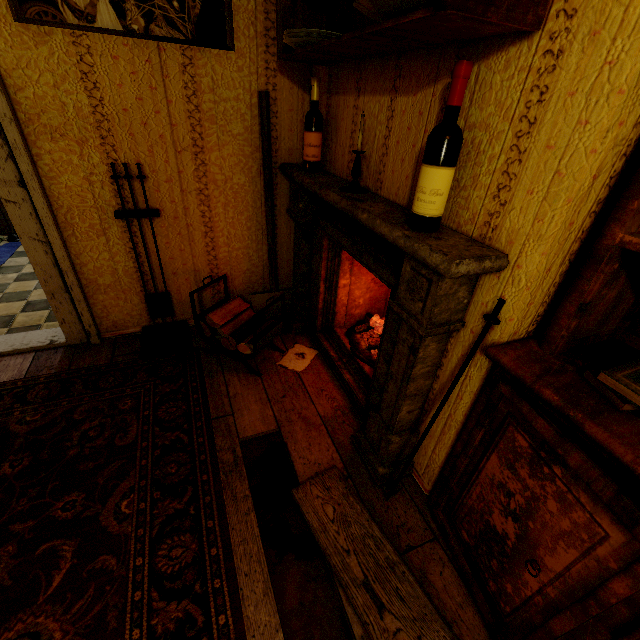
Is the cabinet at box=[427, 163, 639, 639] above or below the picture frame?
below

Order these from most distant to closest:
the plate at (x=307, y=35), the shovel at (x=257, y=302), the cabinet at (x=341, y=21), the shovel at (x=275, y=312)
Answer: the shovel at (x=275, y=312) < the shovel at (x=257, y=302) < the plate at (x=307, y=35) < the cabinet at (x=341, y=21)

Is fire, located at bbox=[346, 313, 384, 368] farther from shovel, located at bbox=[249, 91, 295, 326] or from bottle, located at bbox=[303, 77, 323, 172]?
bottle, located at bbox=[303, 77, 323, 172]

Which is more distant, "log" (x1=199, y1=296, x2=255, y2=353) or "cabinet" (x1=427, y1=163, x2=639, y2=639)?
"log" (x1=199, y1=296, x2=255, y2=353)

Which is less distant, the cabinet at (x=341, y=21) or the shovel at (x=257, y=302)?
the cabinet at (x=341, y=21)

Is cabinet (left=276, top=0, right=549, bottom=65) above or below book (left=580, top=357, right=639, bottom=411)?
above

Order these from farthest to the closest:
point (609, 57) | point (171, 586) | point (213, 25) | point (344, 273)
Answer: point (344, 273), point (213, 25), point (171, 586), point (609, 57)

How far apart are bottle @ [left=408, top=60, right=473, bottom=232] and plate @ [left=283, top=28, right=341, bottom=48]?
0.8m
